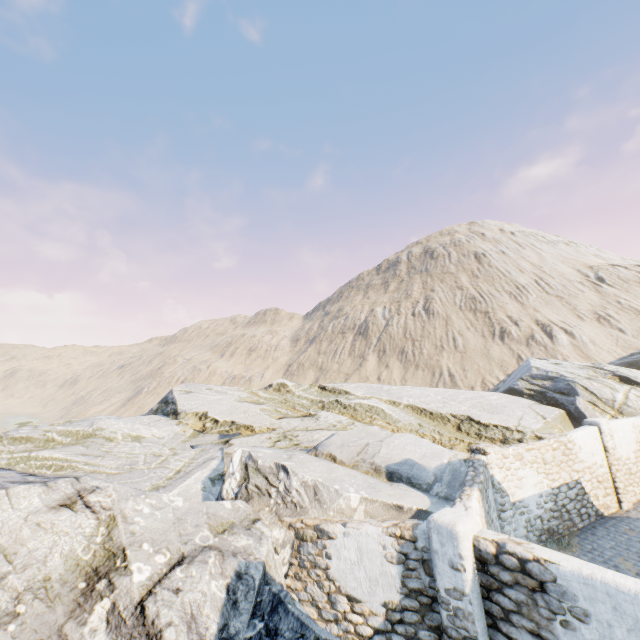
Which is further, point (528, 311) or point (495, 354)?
point (528, 311)

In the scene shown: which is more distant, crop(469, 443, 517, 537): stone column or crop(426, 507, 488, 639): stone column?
crop(469, 443, 517, 537): stone column

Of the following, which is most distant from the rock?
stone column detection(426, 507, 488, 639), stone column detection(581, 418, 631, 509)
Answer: stone column detection(581, 418, 631, 509)

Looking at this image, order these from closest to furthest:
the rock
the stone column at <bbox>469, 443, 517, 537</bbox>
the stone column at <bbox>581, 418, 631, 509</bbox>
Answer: the rock, the stone column at <bbox>469, 443, 517, 537</bbox>, the stone column at <bbox>581, 418, 631, 509</bbox>

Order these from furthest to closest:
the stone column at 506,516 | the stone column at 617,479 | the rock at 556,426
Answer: the stone column at 617,479, the stone column at 506,516, the rock at 556,426

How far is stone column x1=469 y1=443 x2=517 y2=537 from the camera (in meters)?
9.77

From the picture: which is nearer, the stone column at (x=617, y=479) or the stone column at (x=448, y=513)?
the stone column at (x=448, y=513)

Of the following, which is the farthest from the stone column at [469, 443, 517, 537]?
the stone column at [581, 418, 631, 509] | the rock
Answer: the stone column at [581, 418, 631, 509]
